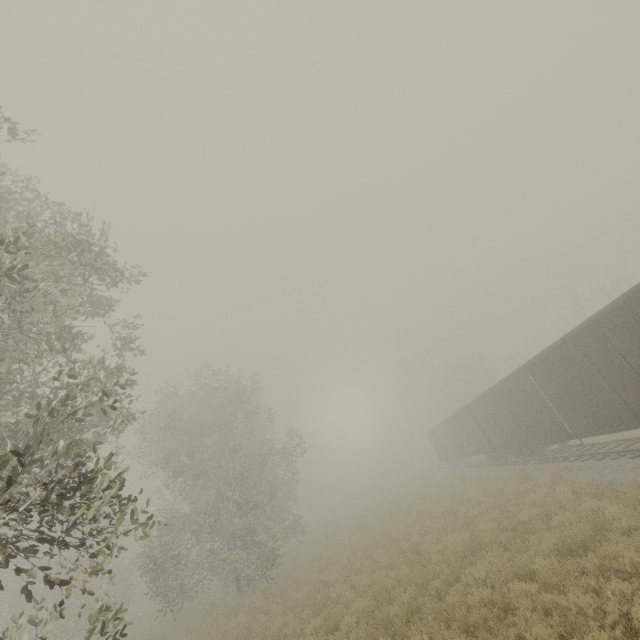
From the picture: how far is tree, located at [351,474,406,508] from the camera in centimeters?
4945cm

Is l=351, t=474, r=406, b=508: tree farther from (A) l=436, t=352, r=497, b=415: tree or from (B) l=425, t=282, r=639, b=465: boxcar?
(B) l=425, t=282, r=639, b=465: boxcar

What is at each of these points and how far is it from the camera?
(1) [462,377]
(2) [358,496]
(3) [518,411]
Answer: (1) tree, 49.06m
(2) tree, 53.66m
(3) boxcar, 17.81m

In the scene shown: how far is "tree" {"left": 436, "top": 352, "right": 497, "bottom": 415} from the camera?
48.69m

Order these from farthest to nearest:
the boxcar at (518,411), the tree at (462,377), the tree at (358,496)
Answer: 1. the tree at (358,496)
2. the tree at (462,377)
3. the boxcar at (518,411)

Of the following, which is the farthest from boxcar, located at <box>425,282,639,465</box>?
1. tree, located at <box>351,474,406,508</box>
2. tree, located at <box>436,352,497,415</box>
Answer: tree, located at <box>351,474,406,508</box>

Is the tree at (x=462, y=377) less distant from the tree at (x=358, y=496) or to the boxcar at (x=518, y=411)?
the tree at (x=358, y=496)
